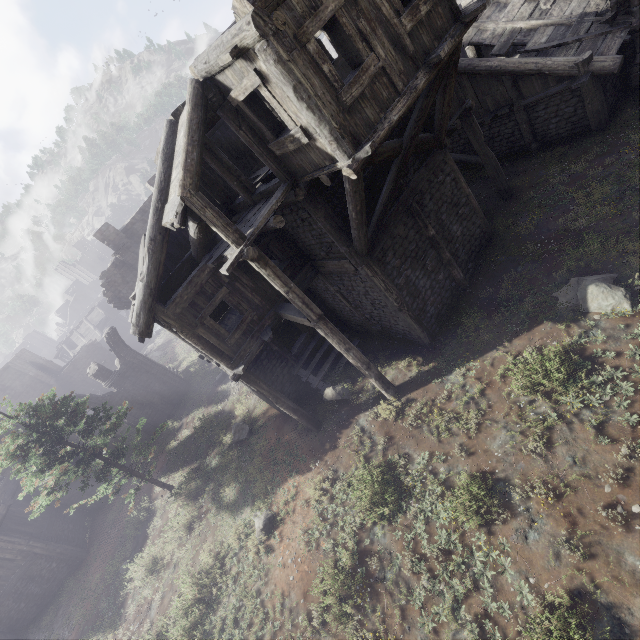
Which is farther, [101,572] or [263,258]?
[101,572]

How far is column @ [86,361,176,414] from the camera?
21.3 meters

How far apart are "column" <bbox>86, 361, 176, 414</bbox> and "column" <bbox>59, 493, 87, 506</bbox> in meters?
6.1

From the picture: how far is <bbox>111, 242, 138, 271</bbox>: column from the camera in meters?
21.3 m

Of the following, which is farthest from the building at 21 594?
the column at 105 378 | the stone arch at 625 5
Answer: the column at 105 378

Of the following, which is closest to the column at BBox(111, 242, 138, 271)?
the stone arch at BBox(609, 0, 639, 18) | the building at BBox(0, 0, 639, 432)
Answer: the building at BBox(0, 0, 639, 432)

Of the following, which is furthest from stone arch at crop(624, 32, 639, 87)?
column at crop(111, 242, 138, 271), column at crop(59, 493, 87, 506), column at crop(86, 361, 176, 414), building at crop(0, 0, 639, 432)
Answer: column at crop(59, 493, 87, 506)

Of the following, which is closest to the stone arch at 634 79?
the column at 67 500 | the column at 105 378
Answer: the column at 105 378
